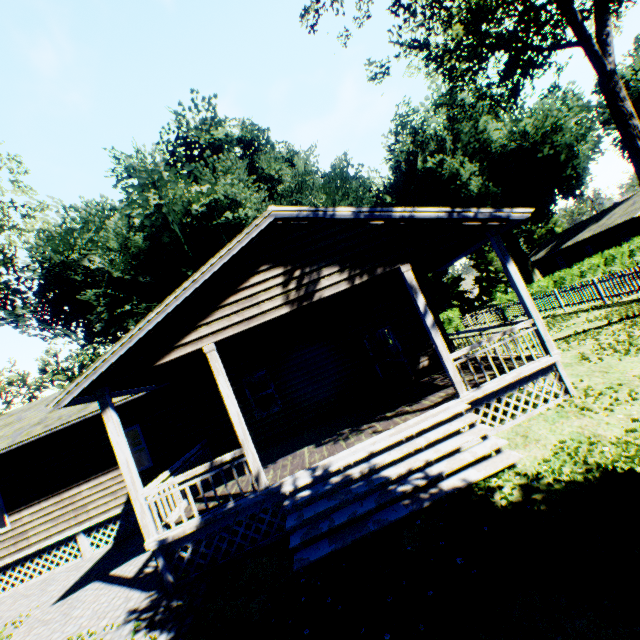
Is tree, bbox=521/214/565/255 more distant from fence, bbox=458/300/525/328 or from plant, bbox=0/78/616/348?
fence, bbox=458/300/525/328

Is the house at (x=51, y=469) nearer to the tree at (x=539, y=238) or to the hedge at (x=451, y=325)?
the tree at (x=539, y=238)

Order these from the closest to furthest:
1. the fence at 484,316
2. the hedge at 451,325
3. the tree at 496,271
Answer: the fence at 484,316, the hedge at 451,325, the tree at 496,271

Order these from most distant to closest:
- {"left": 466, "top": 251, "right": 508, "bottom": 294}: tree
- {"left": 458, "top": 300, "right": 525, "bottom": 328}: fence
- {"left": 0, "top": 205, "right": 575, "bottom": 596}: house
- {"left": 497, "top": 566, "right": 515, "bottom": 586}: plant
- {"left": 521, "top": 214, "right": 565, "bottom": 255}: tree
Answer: {"left": 521, "top": 214, "right": 565, "bottom": 255}: tree, {"left": 466, "top": 251, "right": 508, "bottom": 294}: tree, {"left": 458, "top": 300, "right": 525, "bottom": 328}: fence, {"left": 0, "top": 205, "right": 575, "bottom": 596}: house, {"left": 497, "top": 566, "right": 515, "bottom": 586}: plant

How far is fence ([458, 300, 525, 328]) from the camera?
22.22m

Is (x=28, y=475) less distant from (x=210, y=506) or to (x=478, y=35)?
(x=210, y=506)

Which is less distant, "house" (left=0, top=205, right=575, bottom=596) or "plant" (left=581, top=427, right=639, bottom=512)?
"plant" (left=581, top=427, right=639, bottom=512)

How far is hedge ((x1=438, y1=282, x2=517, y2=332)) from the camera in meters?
23.4
